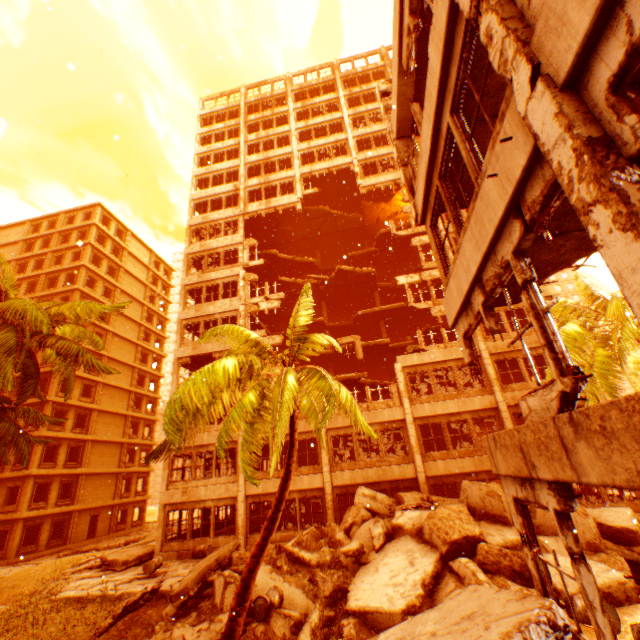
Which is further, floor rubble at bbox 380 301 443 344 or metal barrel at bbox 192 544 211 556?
floor rubble at bbox 380 301 443 344

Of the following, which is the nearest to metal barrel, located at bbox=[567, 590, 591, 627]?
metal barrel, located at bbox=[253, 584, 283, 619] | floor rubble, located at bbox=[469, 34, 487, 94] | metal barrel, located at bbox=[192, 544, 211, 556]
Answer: metal barrel, located at bbox=[253, 584, 283, 619]

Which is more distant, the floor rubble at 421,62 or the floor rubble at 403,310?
the floor rubble at 403,310

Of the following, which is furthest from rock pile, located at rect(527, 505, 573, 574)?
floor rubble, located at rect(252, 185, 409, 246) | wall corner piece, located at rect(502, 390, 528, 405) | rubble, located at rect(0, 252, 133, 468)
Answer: floor rubble, located at rect(252, 185, 409, 246)

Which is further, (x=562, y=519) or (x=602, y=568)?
(x=602, y=568)

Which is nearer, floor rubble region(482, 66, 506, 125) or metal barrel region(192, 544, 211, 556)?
floor rubble region(482, 66, 506, 125)

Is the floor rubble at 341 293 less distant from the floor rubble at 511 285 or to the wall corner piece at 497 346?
the wall corner piece at 497 346

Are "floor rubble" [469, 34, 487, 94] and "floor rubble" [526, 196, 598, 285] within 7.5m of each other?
yes
